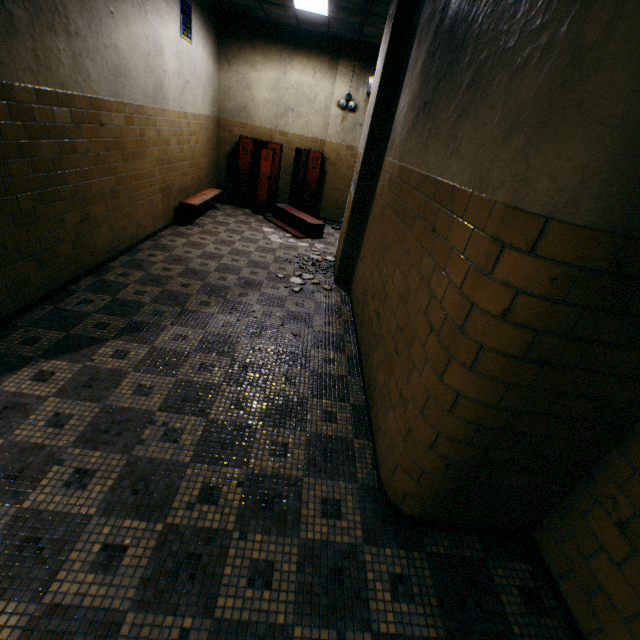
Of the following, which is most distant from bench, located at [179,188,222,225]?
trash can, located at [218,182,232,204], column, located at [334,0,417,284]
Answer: column, located at [334,0,417,284]

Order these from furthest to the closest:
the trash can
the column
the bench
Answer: the trash can < the bench < the column

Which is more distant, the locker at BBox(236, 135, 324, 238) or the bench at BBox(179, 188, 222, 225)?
the locker at BBox(236, 135, 324, 238)

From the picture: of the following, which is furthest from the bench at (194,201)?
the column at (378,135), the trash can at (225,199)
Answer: the column at (378,135)

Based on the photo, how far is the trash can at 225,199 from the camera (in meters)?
8.38

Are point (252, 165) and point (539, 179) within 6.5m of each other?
no

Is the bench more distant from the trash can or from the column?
the column

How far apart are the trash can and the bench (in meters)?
0.38
